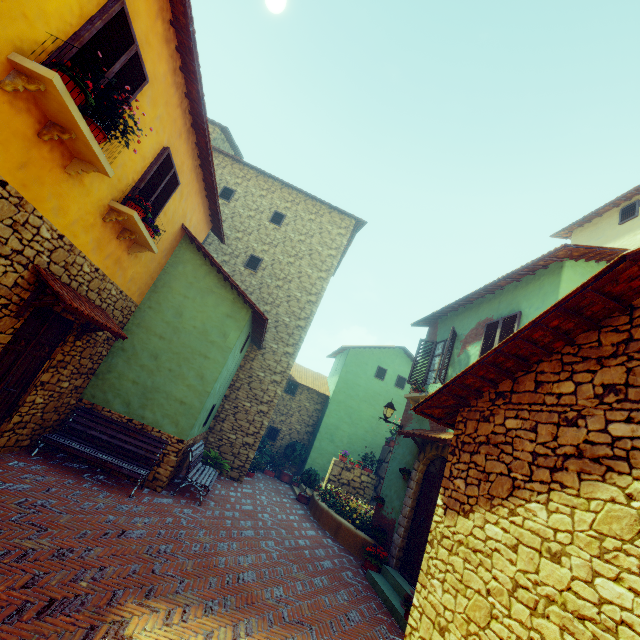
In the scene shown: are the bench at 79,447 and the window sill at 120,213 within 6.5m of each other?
yes

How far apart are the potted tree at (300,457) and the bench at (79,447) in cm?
742

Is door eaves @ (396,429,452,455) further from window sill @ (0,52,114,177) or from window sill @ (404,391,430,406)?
window sill @ (0,52,114,177)

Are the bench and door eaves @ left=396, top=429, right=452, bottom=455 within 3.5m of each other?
no

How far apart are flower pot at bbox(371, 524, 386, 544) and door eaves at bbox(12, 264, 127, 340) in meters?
8.0 m

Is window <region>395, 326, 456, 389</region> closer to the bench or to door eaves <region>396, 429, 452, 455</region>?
door eaves <region>396, 429, 452, 455</region>

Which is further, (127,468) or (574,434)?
(127,468)

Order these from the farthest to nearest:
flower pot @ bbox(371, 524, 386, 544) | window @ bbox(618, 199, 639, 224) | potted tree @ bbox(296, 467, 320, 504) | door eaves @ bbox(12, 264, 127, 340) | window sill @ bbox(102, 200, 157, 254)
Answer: potted tree @ bbox(296, 467, 320, 504) < window @ bbox(618, 199, 639, 224) < flower pot @ bbox(371, 524, 386, 544) < window sill @ bbox(102, 200, 157, 254) < door eaves @ bbox(12, 264, 127, 340)
